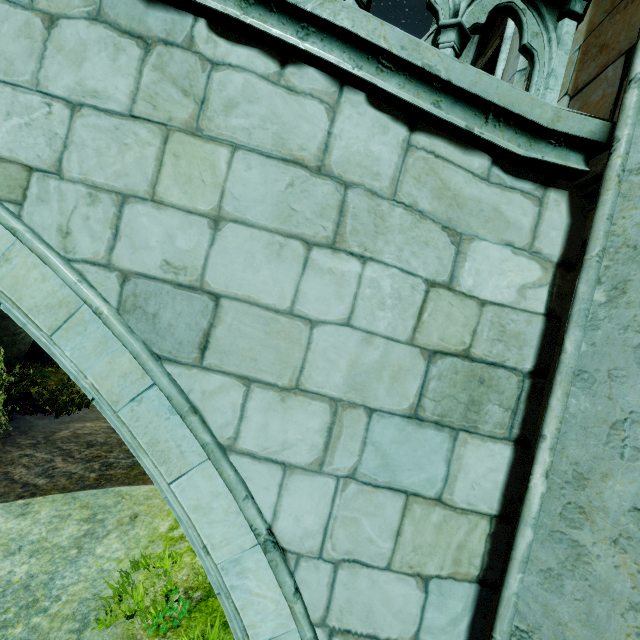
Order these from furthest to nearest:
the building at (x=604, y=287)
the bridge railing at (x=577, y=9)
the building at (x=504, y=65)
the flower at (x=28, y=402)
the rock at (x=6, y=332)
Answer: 1. the flower at (x=28, y=402)
2. the rock at (x=6, y=332)
3. the building at (x=504, y=65)
4. the bridge railing at (x=577, y=9)
5. the building at (x=604, y=287)

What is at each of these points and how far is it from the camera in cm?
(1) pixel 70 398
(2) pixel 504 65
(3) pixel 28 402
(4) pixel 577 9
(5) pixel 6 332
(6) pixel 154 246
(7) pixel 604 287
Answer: (1) plant, 1133
(2) building, 348
(3) flower, 1014
(4) bridge railing, 203
(5) rock, 862
(6) bridge, 181
(7) building, 149

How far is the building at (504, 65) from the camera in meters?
3.1 m

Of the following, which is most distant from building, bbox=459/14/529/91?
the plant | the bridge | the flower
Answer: the flower

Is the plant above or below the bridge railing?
below

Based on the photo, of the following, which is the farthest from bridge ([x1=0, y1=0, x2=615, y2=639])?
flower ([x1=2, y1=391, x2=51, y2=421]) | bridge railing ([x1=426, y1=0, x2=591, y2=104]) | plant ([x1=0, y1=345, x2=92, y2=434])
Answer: flower ([x1=2, y1=391, x2=51, y2=421])

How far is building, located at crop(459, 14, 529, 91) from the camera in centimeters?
313cm

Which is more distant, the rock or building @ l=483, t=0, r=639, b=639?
the rock
